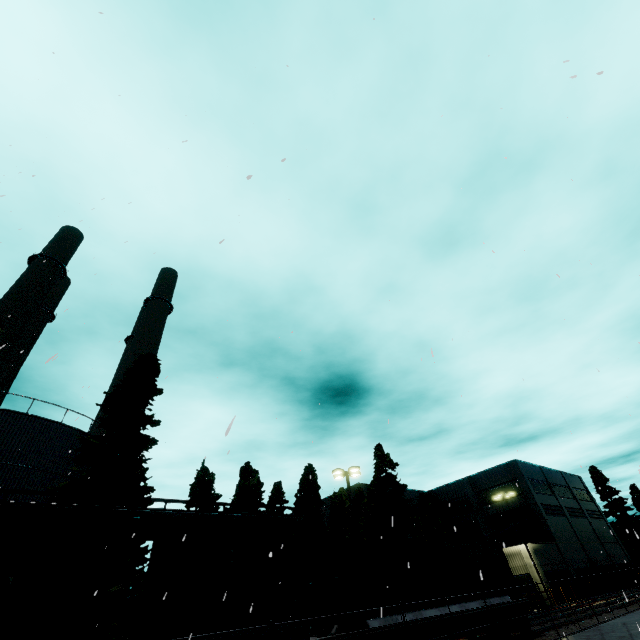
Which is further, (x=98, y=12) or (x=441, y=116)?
(x=98, y=12)

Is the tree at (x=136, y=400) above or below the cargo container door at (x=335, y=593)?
above

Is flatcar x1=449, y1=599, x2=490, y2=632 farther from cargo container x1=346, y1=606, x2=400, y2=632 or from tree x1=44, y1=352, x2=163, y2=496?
tree x1=44, y1=352, x2=163, y2=496

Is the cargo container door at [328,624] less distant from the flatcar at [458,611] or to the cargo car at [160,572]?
the flatcar at [458,611]

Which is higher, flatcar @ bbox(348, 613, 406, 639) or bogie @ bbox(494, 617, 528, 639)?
flatcar @ bbox(348, 613, 406, 639)

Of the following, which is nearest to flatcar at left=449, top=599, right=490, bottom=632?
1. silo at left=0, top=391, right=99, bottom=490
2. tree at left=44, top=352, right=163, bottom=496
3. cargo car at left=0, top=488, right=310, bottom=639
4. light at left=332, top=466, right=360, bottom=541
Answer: cargo car at left=0, top=488, right=310, bottom=639

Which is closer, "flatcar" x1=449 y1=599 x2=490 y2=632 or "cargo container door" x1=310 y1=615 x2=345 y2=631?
"cargo container door" x1=310 y1=615 x2=345 y2=631

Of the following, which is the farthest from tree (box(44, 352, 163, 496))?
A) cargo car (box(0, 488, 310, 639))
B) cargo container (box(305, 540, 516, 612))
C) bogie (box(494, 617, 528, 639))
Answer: bogie (box(494, 617, 528, 639))
